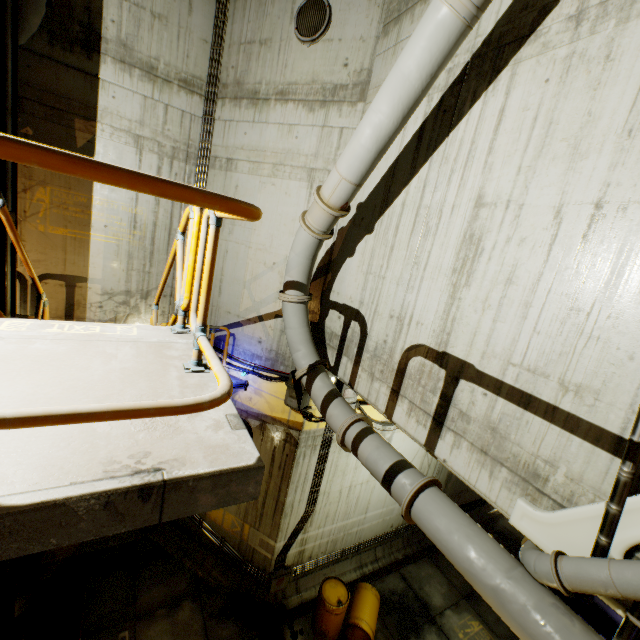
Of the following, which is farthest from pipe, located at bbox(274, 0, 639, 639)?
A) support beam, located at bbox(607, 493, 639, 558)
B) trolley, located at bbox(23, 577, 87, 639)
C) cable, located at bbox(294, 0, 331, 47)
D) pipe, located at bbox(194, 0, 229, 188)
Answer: trolley, located at bbox(23, 577, 87, 639)

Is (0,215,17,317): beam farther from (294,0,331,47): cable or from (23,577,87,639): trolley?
(294,0,331,47): cable

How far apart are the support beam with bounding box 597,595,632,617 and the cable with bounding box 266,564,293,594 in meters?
7.6

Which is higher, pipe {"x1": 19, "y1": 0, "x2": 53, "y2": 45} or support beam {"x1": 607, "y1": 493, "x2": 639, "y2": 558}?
pipe {"x1": 19, "y1": 0, "x2": 53, "y2": 45}

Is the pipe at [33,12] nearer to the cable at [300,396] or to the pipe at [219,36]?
the cable at [300,396]

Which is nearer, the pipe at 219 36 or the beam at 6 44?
the beam at 6 44

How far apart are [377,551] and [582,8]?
13.3 meters

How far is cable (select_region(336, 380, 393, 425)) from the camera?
7.6m
